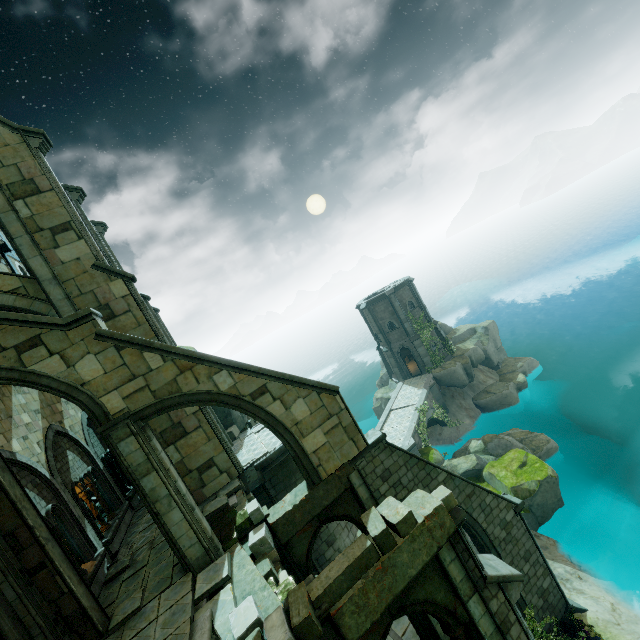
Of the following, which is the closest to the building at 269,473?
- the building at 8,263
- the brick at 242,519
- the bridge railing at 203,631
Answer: the brick at 242,519

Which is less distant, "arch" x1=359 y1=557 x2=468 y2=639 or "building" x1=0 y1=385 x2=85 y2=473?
"arch" x1=359 y1=557 x2=468 y2=639

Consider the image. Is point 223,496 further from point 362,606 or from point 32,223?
point 32,223

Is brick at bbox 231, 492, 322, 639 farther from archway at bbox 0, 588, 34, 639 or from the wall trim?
archway at bbox 0, 588, 34, 639

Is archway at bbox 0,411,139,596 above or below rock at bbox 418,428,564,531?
above

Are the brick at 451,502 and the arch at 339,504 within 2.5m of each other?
no

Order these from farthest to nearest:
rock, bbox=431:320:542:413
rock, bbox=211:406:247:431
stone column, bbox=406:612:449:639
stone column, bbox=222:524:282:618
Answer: rock, bbox=431:320:542:413 → rock, bbox=211:406:247:431 → stone column, bbox=406:612:449:639 → stone column, bbox=222:524:282:618
